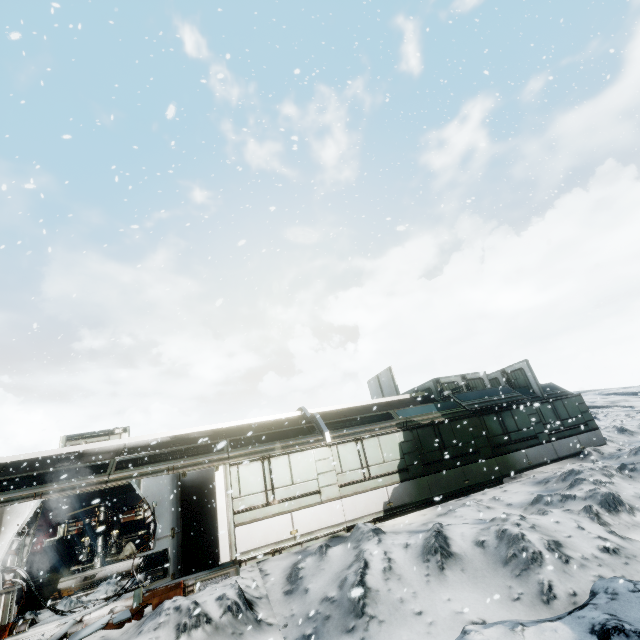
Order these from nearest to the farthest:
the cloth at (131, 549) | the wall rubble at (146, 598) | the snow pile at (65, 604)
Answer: the wall rubble at (146, 598) → the snow pile at (65, 604) → the cloth at (131, 549)

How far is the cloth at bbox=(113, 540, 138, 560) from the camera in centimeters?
1420cm

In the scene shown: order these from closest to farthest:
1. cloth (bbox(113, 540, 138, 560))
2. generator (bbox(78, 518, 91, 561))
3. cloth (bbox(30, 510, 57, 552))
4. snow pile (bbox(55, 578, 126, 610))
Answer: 1. snow pile (bbox(55, 578, 126, 610))
2. generator (bbox(78, 518, 91, 561))
3. cloth (bbox(113, 540, 138, 560))
4. cloth (bbox(30, 510, 57, 552))

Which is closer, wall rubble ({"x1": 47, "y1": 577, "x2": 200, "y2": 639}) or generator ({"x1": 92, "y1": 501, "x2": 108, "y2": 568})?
wall rubble ({"x1": 47, "y1": 577, "x2": 200, "y2": 639})

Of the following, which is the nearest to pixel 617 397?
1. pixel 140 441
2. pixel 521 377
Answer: pixel 521 377

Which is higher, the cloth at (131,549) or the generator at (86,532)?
the generator at (86,532)

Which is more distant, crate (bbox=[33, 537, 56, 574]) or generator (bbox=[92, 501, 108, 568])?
crate (bbox=[33, 537, 56, 574])

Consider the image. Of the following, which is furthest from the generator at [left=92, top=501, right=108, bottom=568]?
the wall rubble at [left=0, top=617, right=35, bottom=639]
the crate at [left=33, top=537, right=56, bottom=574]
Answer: the wall rubble at [left=0, top=617, right=35, bottom=639]
